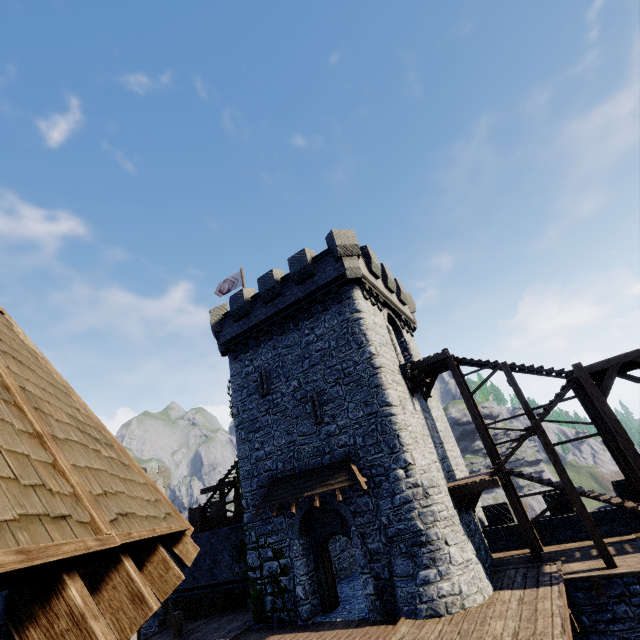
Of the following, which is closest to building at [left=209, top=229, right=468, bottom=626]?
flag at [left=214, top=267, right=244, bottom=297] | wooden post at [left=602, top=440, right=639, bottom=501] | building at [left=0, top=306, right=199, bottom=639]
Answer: flag at [left=214, top=267, right=244, bottom=297]

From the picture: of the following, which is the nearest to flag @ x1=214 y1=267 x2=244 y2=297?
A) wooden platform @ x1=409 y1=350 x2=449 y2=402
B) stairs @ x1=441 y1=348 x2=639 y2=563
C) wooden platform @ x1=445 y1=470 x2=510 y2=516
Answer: wooden platform @ x1=409 y1=350 x2=449 y2=402

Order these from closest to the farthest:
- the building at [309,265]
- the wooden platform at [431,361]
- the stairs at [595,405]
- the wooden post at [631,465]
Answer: the wooden post at [631,465]
the stairs at [595,405]
the building at [309,265]
the wooden platform at [431,361]

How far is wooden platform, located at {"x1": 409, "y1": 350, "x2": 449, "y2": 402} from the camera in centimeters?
1681cm

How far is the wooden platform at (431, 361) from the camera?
16.81m

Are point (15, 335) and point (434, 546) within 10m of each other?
no

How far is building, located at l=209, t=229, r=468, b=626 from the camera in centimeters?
→ 1364cm

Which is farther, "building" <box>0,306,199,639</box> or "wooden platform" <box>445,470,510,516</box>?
"wooden platform" <box>445,470,510,516</box>
